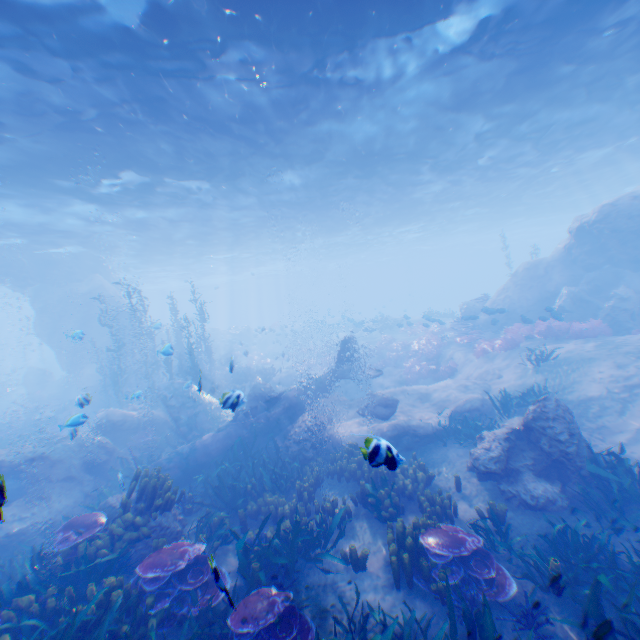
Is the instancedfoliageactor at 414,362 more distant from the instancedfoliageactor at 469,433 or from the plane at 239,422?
the instancedfoliageactor at 469,433

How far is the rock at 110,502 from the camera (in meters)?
8.17

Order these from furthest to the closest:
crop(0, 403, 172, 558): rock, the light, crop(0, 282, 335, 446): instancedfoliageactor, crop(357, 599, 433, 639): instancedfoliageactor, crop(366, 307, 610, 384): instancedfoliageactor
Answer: crop(0, 282, 335, 446): instancedfoliageactor
crop(366, 307, 610, 384): instancedfoliageactor
crop(0, 403, 172, 558): rock
the light
crop(357, 599, 433, 639): instancedfoliageactor

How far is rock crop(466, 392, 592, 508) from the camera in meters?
7.7 m

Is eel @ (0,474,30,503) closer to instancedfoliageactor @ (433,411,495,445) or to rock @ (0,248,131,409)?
rock @ (0,248,131,409)

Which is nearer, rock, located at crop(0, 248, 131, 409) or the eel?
the eel

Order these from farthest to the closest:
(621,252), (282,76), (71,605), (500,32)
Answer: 1. (621,252)
2. (282,76)
3. (500,32)
4. (71,605)
